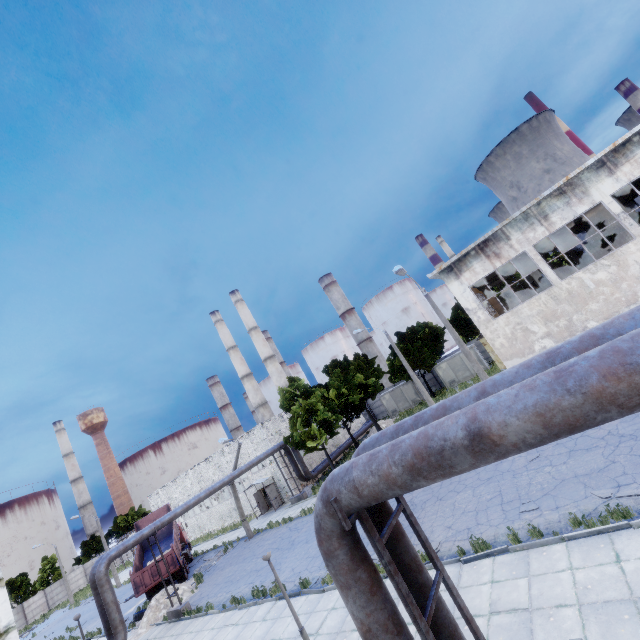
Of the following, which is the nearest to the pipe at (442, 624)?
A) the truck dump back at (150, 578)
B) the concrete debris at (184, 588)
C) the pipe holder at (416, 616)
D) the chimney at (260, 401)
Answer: the pipe holder at (416, 616)

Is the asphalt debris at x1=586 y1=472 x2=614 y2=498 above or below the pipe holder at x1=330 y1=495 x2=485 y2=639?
below

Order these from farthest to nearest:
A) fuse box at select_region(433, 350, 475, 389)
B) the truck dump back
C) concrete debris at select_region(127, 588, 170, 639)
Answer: fuse box at select_region(433, 350, 475, 389) → the truck dump back → concrete debris at select_region(127, 588, 170, 639)

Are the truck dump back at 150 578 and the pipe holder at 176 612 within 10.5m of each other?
yes

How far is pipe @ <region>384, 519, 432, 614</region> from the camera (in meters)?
4.73

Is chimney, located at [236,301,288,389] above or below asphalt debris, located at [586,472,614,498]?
above

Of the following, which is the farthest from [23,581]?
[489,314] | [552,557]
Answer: [489,314]

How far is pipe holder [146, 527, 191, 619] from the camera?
18.5 meters
